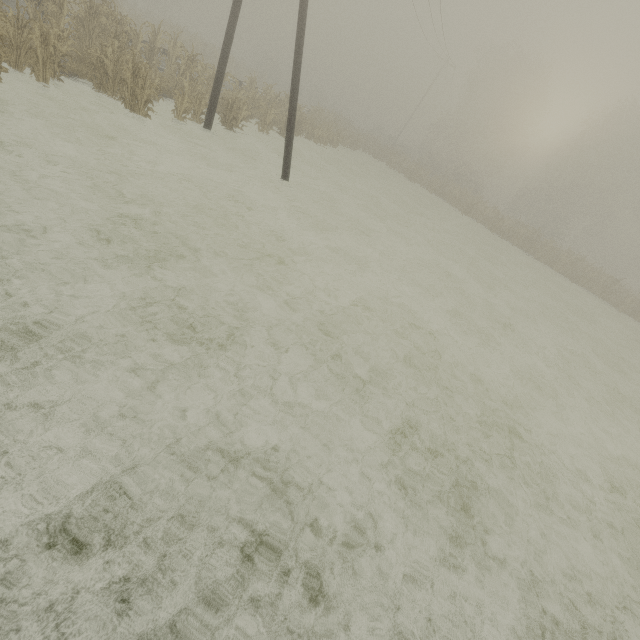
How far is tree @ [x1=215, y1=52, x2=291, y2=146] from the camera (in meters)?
13.59

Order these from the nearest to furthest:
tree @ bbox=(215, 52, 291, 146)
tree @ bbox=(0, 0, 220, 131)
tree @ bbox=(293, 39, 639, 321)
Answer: tree @ bbox=(0, 0, 220, 131) < tree @ bbox=(215, 52, 291, 146) < tree @ bbox=(293, 39, 639, 321)

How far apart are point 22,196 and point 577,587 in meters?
9.4 m

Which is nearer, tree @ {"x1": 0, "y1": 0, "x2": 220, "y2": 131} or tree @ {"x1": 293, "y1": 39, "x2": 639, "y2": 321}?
tree @ {"x1": 0, "y1": 0, "x2": 220, "y2": 131}

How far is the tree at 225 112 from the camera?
13.6 meters

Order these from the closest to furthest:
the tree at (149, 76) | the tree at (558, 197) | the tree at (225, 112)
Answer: the tree at (149, 76), the tree at (225, 112), the tree at (558, 197)
